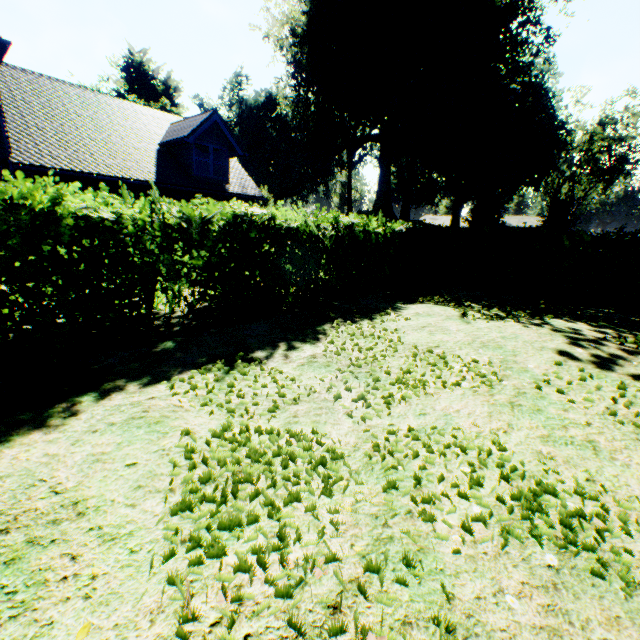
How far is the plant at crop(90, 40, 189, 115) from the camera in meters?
36.1 m

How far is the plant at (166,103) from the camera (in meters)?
36.08

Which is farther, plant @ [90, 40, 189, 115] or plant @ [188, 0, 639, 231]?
plant @ [90, 40, 189, 115]

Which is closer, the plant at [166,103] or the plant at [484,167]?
the plant at [484,167]

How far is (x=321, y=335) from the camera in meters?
6.1
